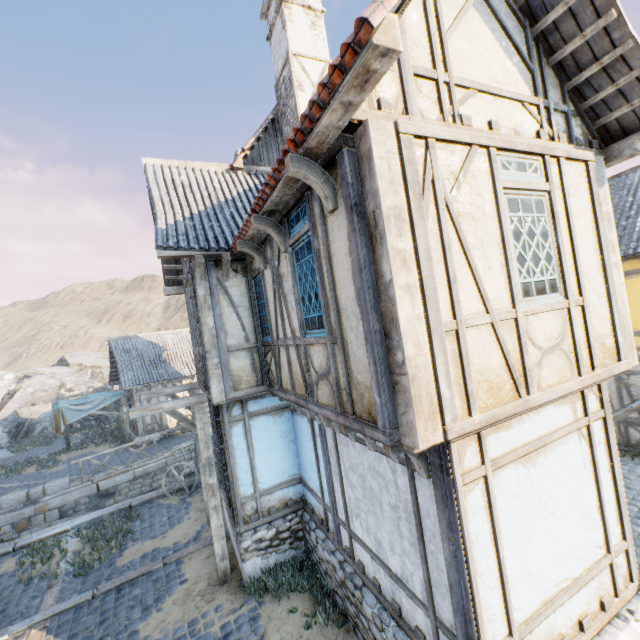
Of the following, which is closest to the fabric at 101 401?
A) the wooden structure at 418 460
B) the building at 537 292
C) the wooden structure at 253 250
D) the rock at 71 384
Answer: the rock at 71 384

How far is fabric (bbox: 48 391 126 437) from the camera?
16.78m

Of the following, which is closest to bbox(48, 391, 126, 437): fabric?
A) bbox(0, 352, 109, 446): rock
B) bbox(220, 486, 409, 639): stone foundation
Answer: bbox(0, 352, 109, 446): rock

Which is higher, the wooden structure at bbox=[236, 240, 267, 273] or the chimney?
the chimney

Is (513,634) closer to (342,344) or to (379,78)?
(342,344)

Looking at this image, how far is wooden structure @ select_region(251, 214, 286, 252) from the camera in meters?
4.6 m

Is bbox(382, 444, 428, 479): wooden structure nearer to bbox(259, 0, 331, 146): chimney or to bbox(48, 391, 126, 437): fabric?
bbox(259, 0, 331, 146): chimney

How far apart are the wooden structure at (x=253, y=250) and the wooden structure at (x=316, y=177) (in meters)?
2.62
